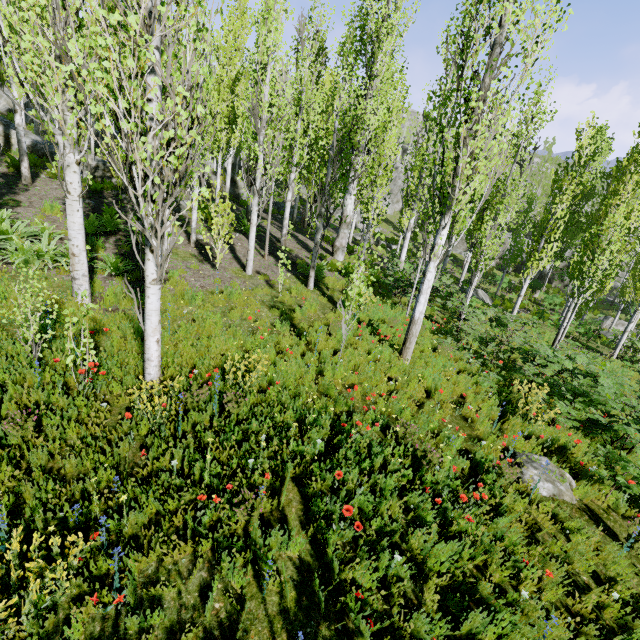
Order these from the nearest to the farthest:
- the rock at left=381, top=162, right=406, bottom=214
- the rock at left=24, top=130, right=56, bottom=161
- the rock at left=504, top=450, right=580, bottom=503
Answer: the rock at left=504, top=450, right=580, bottom=503, the rock at left=24, top=130, right=56, bottom=161, the rock at left=381, top=162, right=406, bottom=214

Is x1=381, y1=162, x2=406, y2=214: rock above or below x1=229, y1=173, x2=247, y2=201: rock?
above

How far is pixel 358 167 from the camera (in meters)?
15.84

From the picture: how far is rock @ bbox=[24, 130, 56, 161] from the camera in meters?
17.1

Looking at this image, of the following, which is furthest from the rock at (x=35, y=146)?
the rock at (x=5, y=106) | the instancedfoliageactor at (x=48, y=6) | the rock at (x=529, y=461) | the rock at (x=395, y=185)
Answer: the rock at (x=529, y=461)

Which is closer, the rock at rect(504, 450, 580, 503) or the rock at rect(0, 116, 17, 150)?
the rock at rect(504, 450, 580, 503)

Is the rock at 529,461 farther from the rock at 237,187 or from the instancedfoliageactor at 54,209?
the rock at 237,187

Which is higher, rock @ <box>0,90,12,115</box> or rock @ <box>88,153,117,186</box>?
rock @ <box>0,90,12,115</box>
